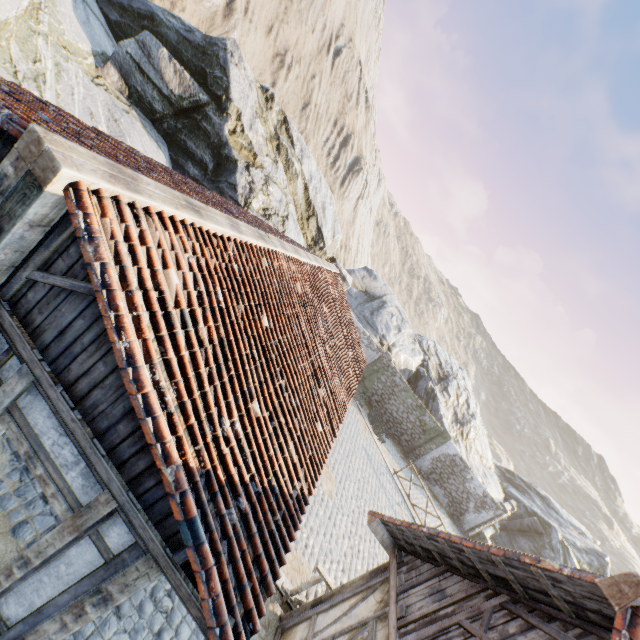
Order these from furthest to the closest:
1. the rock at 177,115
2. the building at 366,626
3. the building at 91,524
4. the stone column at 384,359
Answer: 1. the stone column at 384,359
2. the rock at 177,115
3. the building at 366,626
4. the building at 91,524

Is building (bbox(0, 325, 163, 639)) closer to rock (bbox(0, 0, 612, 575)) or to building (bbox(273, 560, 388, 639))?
rock (bbox(0, 0, 612, 575))

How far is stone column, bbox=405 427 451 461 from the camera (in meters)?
20.89

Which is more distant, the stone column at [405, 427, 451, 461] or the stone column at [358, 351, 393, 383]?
the stone column at [358, 351, 393, 383]

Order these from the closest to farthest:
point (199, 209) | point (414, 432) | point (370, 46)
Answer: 1. point (199, 209)
2. point (414, 432)
3. point (370, 46)

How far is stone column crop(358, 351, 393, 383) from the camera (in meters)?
21.42

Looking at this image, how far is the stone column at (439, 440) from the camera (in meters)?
20.89

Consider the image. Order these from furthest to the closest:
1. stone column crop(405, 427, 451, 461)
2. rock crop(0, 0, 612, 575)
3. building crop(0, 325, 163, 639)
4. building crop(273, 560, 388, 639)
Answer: stone column crop(405, 427, 451, 461) → rock crop(0, 0, 612, 575) → building crop(273, 560, 388, 639) → building crop(0, 325, 163, 639)
